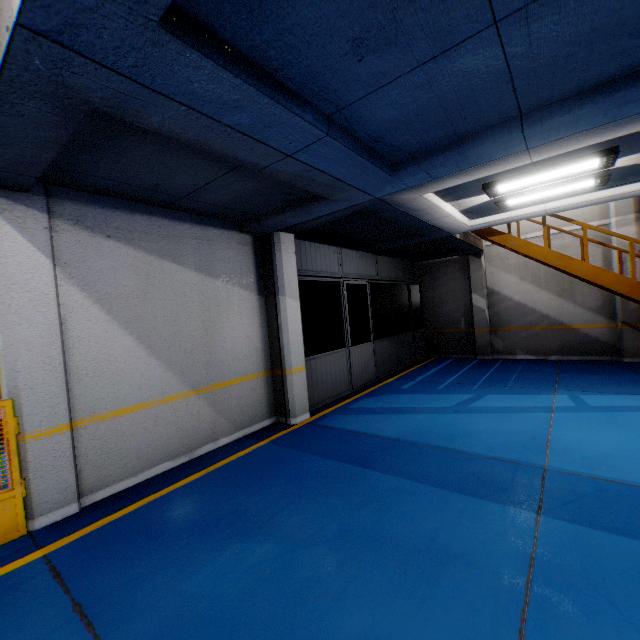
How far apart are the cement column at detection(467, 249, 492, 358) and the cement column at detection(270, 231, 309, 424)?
7.7m

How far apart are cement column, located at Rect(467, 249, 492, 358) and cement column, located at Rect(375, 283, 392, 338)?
3.1m

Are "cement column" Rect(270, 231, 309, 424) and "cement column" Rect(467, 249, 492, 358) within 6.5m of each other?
no

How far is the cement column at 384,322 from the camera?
13.54m

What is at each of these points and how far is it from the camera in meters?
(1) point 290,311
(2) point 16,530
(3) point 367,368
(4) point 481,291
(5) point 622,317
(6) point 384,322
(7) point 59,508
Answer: (1) cement column, 6.4
(2) metal panel, 3.5
(3) door, 9.1
(4) cement column, 11.3
(5) cement column, 9.1
(6) cement column, 13.6
(7) cement column, 3.7

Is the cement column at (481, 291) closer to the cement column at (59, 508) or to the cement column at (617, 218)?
the cement column at (617, 218)

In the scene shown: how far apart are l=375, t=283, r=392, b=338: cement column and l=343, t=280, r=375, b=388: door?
4.40m

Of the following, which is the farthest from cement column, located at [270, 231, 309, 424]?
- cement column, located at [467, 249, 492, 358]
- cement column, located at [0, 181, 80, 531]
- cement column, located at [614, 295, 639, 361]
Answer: cement column, located at [614, 295, 639, 361]
